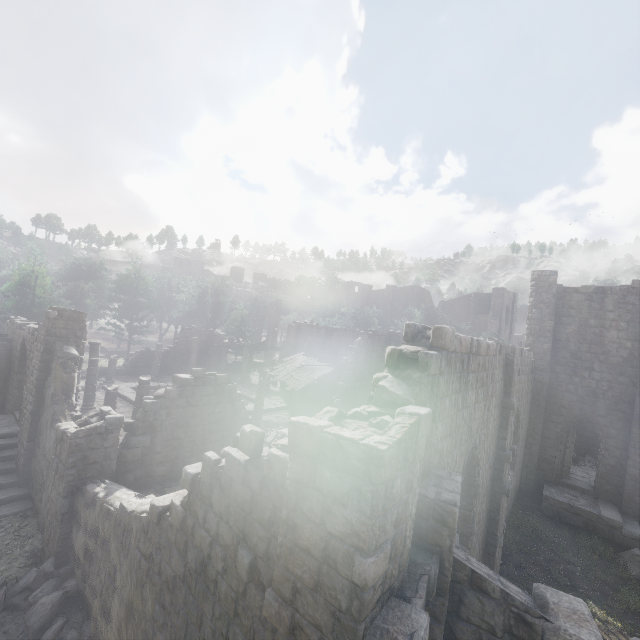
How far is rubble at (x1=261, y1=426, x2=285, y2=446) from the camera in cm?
1608

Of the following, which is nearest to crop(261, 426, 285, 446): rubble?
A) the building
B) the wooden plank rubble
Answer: the building

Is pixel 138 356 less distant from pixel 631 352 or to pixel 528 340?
pixel 528 340

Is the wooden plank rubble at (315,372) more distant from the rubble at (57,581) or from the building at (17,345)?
the rubble at (57,581)

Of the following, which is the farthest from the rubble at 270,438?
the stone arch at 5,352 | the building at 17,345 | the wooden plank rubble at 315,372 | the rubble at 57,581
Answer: the stone arch at 5,352

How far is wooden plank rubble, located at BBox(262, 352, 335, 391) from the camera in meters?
22.9 m

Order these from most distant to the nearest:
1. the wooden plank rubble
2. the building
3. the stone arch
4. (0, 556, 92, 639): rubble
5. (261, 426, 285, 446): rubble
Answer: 1. the wooden plank rubble
2. the stone arch
3. (261, 426, 285, 446): rubble
4. (0, 556, 92, 639): rubble
5. the building

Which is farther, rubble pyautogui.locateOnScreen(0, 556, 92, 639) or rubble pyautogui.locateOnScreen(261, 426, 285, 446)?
rubble pyautogui.locateOnScreen(261, 426, 285, 446)
